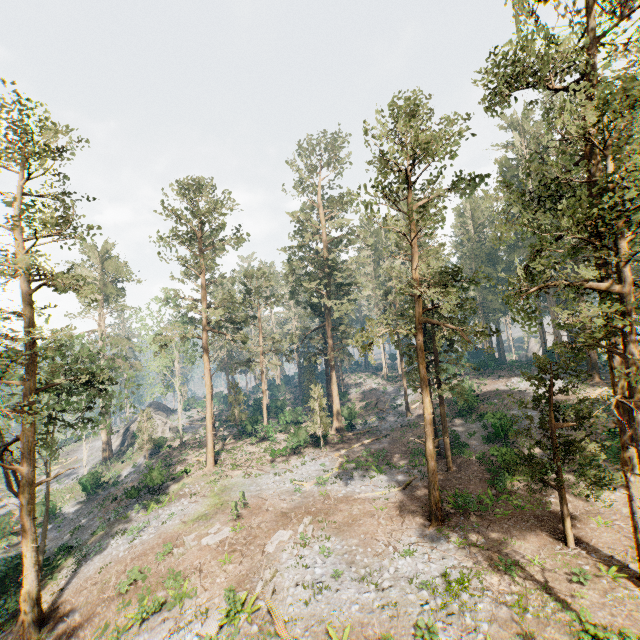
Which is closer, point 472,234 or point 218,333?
point 218,333

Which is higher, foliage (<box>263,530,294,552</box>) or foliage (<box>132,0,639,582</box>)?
foliage (<box>132,0,639,582</box>)

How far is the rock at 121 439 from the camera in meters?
49.2

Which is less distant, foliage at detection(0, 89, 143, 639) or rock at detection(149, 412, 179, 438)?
foliage at detection(0, 89, 143, 639)

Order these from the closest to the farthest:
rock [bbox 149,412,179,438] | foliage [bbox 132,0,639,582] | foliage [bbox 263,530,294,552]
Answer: foliage [bbox 132,0,639,582] < foliage [bbox 263,530,294,552] < rock [bbox 149,412,179,438]

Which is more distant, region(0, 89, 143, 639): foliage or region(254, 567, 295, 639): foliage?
region(0, 89, 143, 639): foliage

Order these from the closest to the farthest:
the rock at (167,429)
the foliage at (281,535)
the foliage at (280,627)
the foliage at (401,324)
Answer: the foliage at (401,324) → the foliage at (280,627) → the foliage at (281,535) → the rock at (167,429)

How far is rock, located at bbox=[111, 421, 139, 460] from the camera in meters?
49.2
